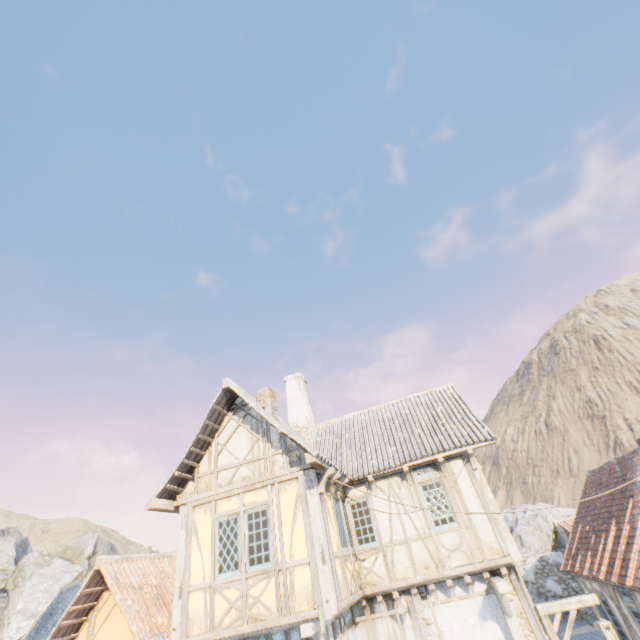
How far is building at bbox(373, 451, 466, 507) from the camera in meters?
10.2

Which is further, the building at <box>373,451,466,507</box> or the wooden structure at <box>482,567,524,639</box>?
the building at <box>373,451,466,507</box>

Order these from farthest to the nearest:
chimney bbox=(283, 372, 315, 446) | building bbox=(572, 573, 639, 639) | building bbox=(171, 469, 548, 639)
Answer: chimney bbox=(283, 372, 315, 446), building bbox=(572, 573, 639, 639), building bbox=(171, 469, 548, 639)

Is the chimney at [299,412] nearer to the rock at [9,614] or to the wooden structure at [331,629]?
the wooden structure at [331,629]

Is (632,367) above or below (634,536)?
above

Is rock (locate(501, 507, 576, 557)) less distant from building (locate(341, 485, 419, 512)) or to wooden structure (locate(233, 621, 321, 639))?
building (locate(341, 485, 419, 512))

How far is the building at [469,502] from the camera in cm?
969

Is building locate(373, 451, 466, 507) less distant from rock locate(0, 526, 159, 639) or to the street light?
the street light
